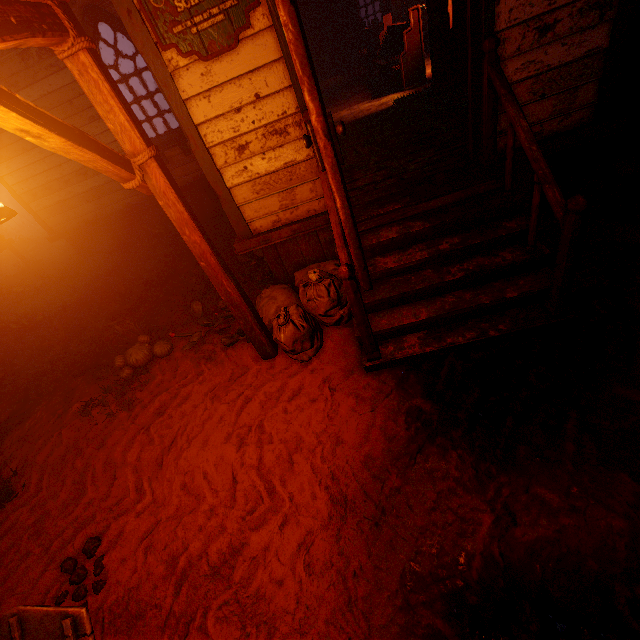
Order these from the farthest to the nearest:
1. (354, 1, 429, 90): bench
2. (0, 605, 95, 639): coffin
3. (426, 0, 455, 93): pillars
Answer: (354, 1, 429, 90): bench < (426, 0, 455, 93): pillars < (0, 605, 95, 639): coffin

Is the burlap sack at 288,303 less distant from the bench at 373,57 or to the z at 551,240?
the z at 551,240

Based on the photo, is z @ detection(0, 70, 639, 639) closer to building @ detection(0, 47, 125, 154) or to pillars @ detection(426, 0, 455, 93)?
building @ detection(0, 47, 125, 154)

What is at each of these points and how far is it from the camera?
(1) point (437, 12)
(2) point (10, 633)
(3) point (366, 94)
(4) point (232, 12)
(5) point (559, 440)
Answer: (1) pillars, 5.45m
(2) coffin, 1.84m
(3) building, 8.49m
(4) sign, 2.61m
(5) z, 2.21m

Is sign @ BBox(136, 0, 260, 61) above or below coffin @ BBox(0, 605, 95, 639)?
above

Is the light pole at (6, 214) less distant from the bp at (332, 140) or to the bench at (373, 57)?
the bp at (332, 140)

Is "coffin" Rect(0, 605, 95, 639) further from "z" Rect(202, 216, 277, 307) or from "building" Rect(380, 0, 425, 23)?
"building" Rect(380, 0, 425, 23)

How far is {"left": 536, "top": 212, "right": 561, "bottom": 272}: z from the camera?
3.4m
